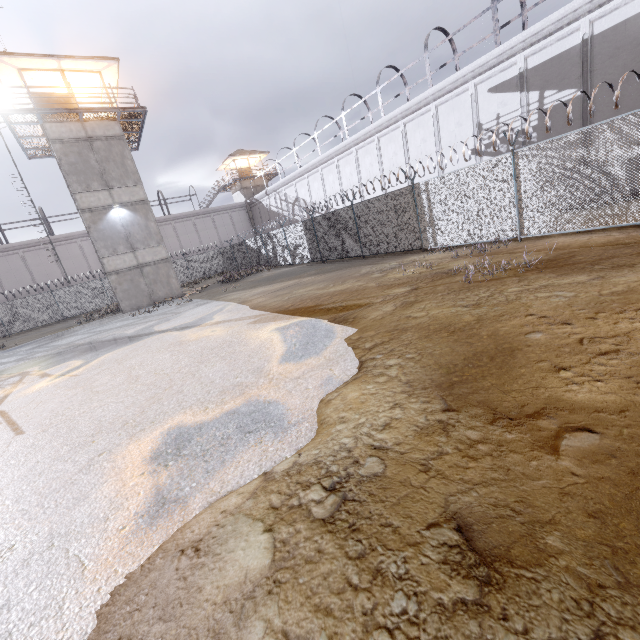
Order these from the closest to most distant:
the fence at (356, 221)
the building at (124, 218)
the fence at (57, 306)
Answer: the fence at (356, 221) < the building at (124, 218) < the fence at (57, 306)

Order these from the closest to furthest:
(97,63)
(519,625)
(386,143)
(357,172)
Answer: (519,625)
(97,63)
(386,143)
(357,172)

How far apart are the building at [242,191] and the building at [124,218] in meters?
23.6 m

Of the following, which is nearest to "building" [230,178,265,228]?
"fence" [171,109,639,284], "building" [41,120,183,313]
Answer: "fence" [171,109,639,284]

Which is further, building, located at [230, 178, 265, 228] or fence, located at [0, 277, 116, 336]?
building, located at [230, 178, 265, 228]

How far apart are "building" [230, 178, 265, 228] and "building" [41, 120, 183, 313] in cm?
2362
